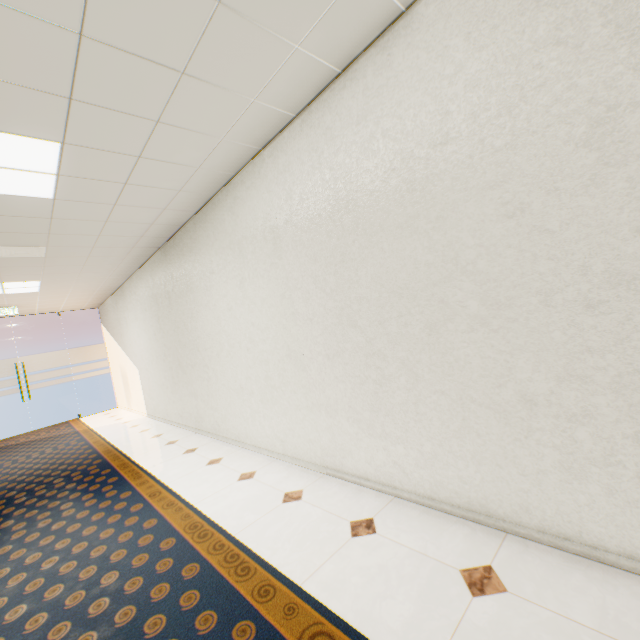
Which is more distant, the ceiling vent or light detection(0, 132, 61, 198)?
the ceiling vent

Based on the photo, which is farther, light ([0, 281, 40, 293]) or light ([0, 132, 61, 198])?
light ([0, 281, 40, 293])

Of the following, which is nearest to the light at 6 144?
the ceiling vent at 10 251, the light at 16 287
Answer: the ceiling vent at 10 251

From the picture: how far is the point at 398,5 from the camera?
1.8 meters

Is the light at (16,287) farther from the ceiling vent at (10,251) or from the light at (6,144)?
the light at (6,144)

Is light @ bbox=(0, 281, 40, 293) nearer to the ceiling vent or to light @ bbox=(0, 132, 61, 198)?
the ceiling vent

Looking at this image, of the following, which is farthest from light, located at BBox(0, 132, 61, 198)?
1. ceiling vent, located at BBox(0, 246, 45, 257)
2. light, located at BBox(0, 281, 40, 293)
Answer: light, located at BBox(0, 281, 40, 293)

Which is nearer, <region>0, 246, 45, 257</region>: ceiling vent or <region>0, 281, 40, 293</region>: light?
<region>0, 246, 45, 257</region>: ceiling vent
